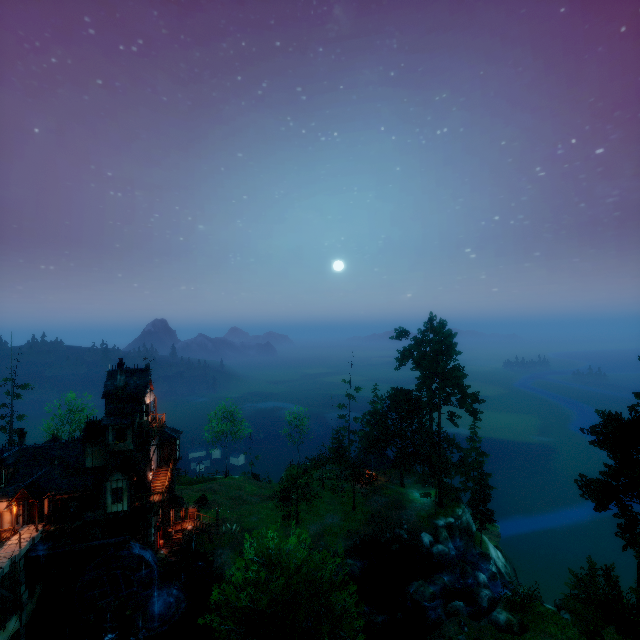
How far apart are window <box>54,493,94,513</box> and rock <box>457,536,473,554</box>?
41.0 meters

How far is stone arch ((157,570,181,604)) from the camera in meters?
32.4

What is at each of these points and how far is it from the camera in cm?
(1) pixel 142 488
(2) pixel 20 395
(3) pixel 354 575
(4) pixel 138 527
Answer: (1) tower, 3247
(2) tree, 4647
(3) rock, 3397
(4) tower, 3212

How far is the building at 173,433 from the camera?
36.66m

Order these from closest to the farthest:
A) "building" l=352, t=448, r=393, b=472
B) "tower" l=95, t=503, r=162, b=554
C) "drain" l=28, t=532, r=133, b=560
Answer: "drain" l=28, t=532, r=133, b=560 < "tower" l=95, t=503, r=162, b=554 < "building" l=352, t=448, r=393, b=472

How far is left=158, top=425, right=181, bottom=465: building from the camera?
36.66m

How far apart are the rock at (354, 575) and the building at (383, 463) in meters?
13.6 m

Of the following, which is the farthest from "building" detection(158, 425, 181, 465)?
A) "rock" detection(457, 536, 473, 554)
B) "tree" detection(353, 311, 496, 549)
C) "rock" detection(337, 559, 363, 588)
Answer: "rock" detection(457, 536, 473, 554)
